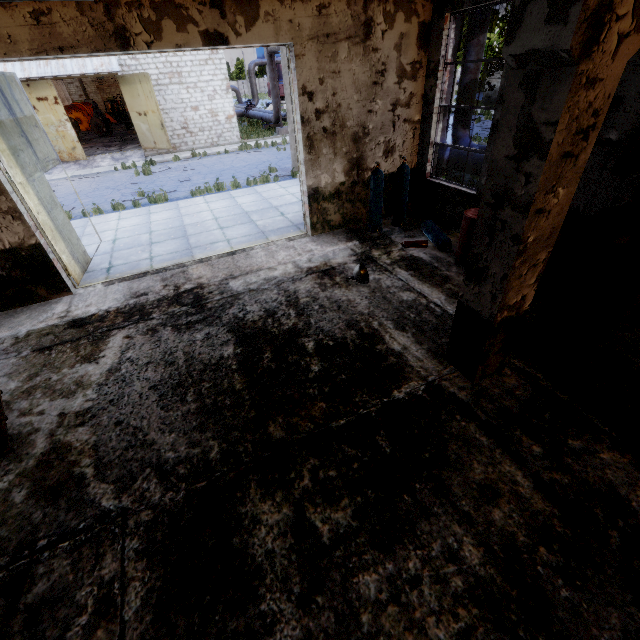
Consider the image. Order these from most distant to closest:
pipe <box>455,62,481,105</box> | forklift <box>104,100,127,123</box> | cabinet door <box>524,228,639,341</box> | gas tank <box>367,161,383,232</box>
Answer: forklift <box>104,100,127,123</box>
pipe <box>455,62,481,105</box>
gas tank <box>367,161,383,232</box>
cabinet door <box>524,228,639,341</box>

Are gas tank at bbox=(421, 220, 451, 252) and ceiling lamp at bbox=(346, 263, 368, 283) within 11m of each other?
yes

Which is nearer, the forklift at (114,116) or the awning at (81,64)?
the awning at (81,64)

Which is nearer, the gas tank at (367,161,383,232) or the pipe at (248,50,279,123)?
the gas tank at (367,161,383,232)

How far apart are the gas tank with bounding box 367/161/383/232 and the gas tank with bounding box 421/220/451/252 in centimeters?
97cm

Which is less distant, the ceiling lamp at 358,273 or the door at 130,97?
the ceiling lamp at 358,273

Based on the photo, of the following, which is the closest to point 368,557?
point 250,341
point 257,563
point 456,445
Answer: point 257,563

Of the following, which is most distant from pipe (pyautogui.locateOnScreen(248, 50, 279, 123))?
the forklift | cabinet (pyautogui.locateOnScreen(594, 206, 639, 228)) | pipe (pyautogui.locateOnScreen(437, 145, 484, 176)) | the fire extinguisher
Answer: the forklift
